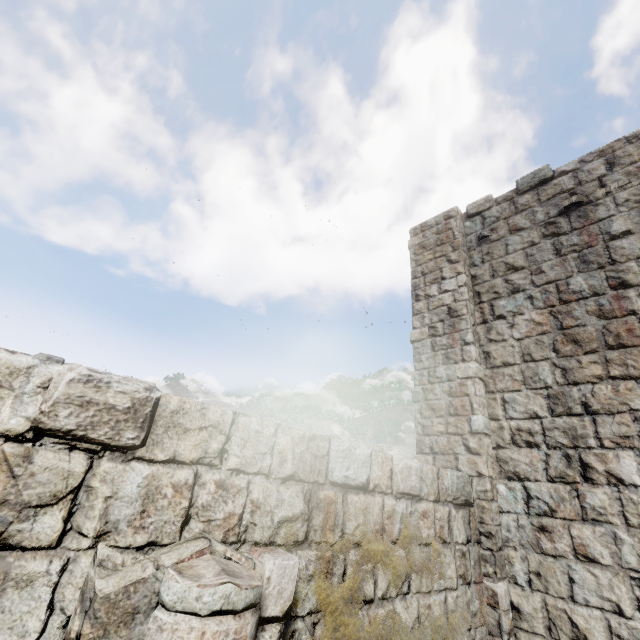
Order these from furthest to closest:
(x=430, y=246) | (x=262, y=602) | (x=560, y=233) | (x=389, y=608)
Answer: (x=430, y=246) → (x=560, y=233) → (x=389, y=608) → (x=262, y=602)
